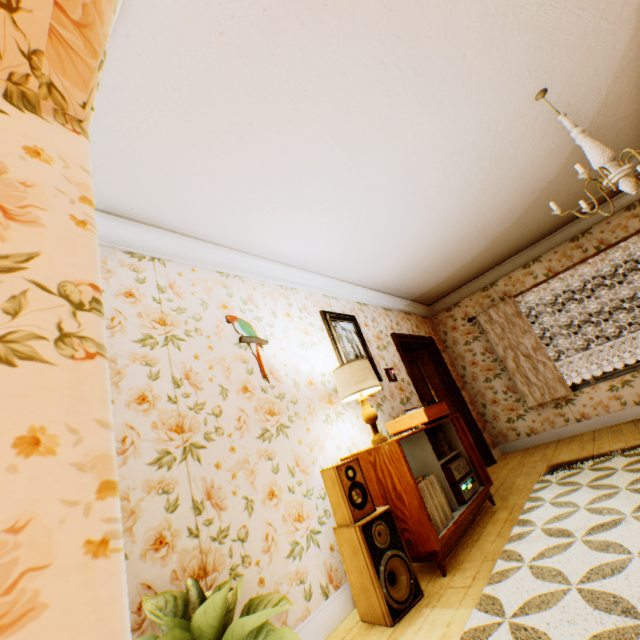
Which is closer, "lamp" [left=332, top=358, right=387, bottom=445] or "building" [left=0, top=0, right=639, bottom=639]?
"building" [left=0, top=0, right=639, bottom=639]

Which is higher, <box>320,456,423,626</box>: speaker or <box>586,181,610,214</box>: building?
<box>586,181,610,214</box>: building

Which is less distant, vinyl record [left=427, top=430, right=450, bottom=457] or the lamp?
the lamp

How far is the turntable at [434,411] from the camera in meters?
3.4

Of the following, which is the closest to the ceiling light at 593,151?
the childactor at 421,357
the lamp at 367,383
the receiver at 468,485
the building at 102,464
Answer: the building at 102,464

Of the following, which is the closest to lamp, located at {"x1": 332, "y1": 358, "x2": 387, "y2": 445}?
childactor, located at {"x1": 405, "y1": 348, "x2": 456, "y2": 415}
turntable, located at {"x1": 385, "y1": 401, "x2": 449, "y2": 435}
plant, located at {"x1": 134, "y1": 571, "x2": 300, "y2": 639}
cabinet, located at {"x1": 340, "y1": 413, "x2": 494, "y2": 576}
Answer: cabinet, located at {"x1": 340, "y1": 413, "x2": 494, "y2": 576}

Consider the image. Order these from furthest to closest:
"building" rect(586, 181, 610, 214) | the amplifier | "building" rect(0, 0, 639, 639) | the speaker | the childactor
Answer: the childactor → "building" rect(586, 181, 610, 214) → the amplifier → the speaker → "building" rect(0, 0, 639, 639)

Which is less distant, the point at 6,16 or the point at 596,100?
the point at 6,16
